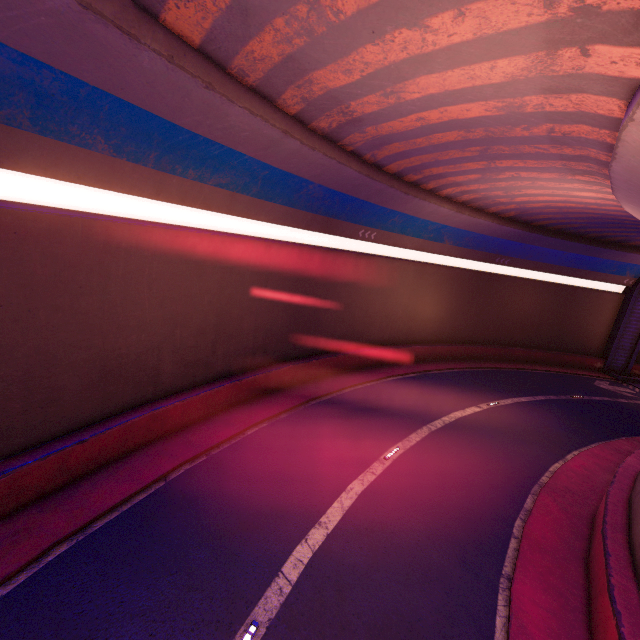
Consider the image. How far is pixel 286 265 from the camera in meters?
15.8 m
